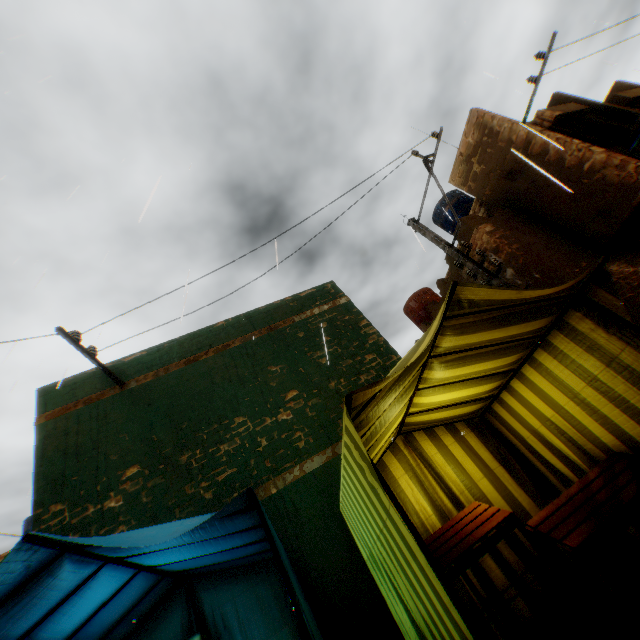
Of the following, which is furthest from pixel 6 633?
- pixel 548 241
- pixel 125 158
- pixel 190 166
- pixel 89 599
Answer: pixel 548 241

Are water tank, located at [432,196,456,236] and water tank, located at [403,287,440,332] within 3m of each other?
yes

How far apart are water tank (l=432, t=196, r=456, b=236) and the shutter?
3.61m

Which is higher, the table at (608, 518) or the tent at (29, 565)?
the tent at (29, 565)

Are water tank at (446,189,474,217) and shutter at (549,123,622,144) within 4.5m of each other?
yes

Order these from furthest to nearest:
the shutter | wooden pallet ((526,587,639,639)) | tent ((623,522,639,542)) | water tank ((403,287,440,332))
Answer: water tank ((403,287,440,332))
the shutter
tent ((623,522,639,542))
wooden pallet ((526,587,639,639))

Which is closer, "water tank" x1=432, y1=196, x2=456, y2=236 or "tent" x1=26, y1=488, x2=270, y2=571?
"tent" x1=26, y1=488, x2=270, y2=571

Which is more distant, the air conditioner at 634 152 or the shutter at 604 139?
the shutter at 604 139
